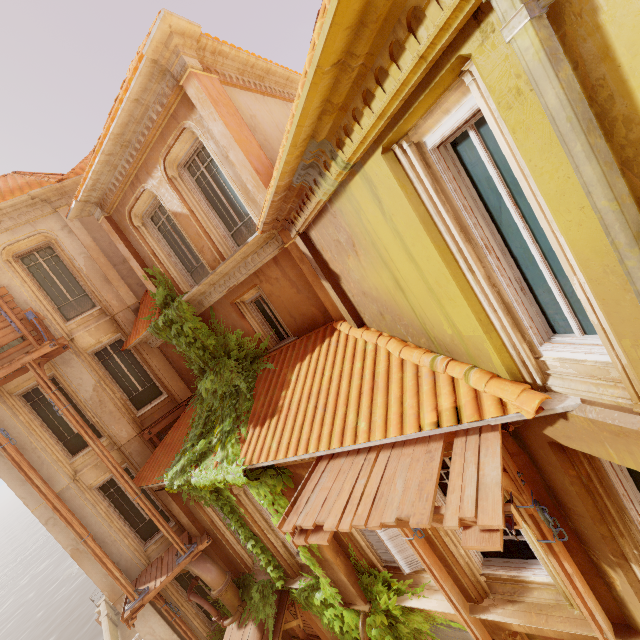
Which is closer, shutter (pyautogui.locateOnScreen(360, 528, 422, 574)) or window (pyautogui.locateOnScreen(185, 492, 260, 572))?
shutter (pyautogui.locateOnScreen(360, 528, 422, 574))

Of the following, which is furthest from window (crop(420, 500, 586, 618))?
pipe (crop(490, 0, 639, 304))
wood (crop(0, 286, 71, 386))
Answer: wood (crop(0, 286, 71, 386))

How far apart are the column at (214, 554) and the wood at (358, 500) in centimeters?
691cm

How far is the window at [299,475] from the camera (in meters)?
6.64

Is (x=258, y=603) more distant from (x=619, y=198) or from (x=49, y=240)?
(x=49, y=240)

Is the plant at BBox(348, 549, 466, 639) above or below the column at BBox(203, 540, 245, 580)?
below

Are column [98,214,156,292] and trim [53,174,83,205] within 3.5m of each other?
yes

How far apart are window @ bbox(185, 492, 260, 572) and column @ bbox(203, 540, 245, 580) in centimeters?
1cm
